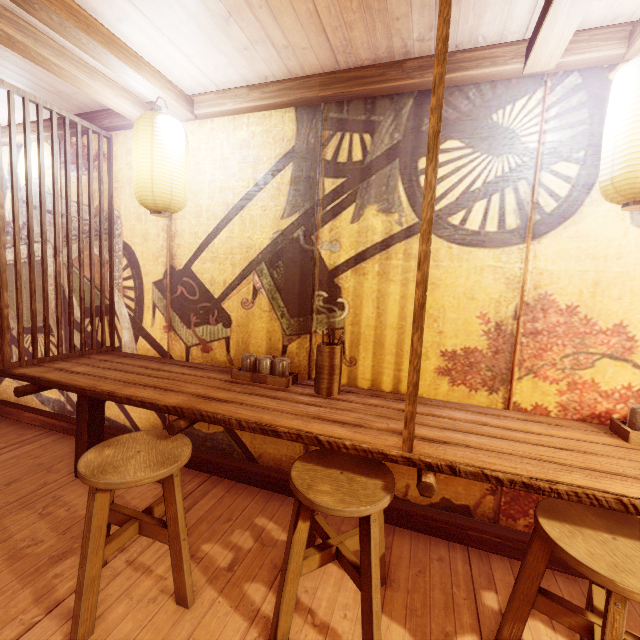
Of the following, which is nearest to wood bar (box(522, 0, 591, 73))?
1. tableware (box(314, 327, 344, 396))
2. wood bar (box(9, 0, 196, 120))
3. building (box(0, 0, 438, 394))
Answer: building (box(0, 0, 438, 394))

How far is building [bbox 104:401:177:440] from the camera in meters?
5.2

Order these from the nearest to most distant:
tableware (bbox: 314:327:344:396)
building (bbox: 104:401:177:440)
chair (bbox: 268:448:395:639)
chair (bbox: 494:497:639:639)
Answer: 1. chair (bbox: 494:497:639:639)
2. chair (bbox: 268:448:395:639)
3. tableware (bbox: 314:327:344:396)
4. building (bbox: 104:401:177:440)

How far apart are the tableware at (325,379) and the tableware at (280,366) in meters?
0.3 m

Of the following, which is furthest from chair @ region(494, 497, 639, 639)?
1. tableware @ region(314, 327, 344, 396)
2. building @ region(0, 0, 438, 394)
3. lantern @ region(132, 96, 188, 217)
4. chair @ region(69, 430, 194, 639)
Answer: lantern @ region(132, 96, 188, 217)

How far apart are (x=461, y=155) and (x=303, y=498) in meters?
3.8 m

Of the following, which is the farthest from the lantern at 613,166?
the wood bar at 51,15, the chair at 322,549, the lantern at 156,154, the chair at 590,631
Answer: the lantern at 156,154

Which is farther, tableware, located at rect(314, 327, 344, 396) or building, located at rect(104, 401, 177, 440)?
building, located at rect(104, 401, 177, 440)
